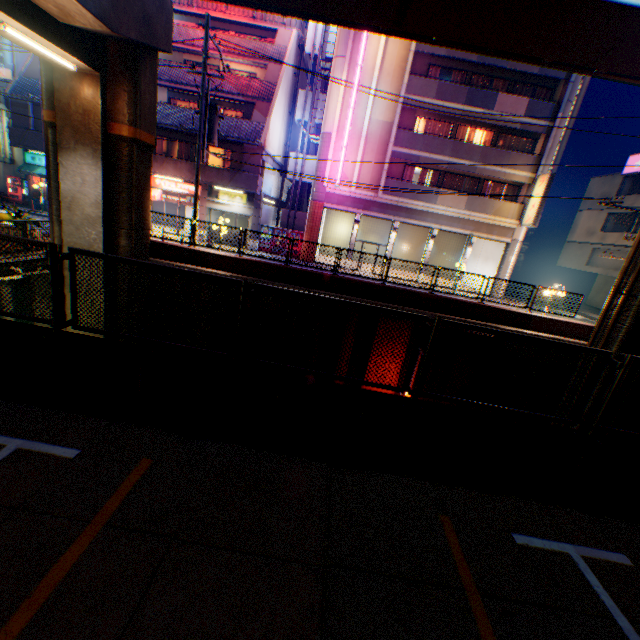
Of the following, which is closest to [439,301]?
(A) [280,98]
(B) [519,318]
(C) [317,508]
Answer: (B) [519,318]

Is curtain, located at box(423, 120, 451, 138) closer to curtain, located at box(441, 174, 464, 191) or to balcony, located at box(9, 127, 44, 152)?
curtain, located at box(441, 174, 464, 191)

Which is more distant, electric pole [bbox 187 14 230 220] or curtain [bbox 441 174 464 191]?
curtain [bbox 441 174 464 191]

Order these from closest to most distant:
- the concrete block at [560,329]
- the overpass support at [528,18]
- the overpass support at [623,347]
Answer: the overpass support at [528,18]
the overpass support at [623,347]
the concrete block at [560,329]

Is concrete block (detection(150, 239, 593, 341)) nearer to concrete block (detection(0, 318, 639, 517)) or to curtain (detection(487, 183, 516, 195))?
concrete block (detection(0, 318, 639, 517))

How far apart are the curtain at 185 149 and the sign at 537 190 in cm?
2416

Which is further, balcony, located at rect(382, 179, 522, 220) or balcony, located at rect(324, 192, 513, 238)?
balcony, located at rect(324, 192, 513, 238)

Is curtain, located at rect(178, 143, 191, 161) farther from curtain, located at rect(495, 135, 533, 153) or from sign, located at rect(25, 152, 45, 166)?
curtain, located at rect(495, 135, 533, 153)
